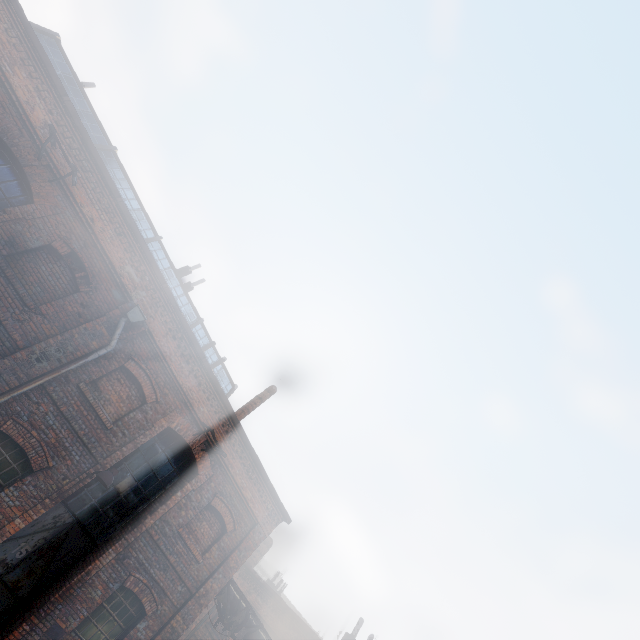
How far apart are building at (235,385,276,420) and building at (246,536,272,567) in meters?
12.9 m

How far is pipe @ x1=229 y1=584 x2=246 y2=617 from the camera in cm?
1124

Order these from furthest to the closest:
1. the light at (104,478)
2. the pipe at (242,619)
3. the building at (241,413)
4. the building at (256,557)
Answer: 1. the building at (256,557)
2. the building at (241,413)
3. the pipe at (242,619)
4. the light at (104,478)

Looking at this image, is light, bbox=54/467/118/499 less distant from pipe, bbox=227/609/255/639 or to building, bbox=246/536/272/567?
pipe, bbox=227/609/255/639

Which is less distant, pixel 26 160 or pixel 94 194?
pixel 26 160

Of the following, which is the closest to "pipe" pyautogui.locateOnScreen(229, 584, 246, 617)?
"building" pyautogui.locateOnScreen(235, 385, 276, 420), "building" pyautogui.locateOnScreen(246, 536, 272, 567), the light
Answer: "building" pyautogui.locateOnScreen(246, 536, 272, 567)

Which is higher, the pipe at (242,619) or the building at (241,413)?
the building at (241,413)

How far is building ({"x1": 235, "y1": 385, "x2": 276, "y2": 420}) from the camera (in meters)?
14.20
